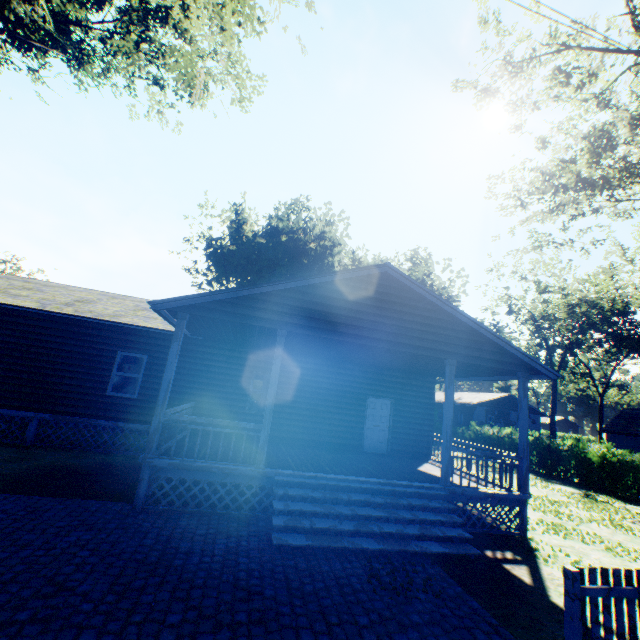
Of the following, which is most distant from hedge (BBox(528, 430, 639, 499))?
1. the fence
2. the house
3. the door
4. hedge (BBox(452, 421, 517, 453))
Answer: the door

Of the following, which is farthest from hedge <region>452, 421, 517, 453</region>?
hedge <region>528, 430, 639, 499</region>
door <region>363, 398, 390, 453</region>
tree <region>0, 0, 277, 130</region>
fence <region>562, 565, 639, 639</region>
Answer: fence <region>562, 565, 639, 639</region>

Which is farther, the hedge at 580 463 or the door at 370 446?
the hedge at 580 463

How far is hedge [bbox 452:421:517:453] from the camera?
24.0m

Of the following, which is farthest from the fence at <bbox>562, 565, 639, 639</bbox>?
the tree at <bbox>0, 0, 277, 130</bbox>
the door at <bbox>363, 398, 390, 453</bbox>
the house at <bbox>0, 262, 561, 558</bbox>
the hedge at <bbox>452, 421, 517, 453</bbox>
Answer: the hedge at <bbox>452, 421, 517, 453</bbox>

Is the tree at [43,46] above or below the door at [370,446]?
above

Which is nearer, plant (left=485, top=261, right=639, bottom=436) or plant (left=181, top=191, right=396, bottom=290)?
plant (left=485, top=261, right=639, bottom=436)

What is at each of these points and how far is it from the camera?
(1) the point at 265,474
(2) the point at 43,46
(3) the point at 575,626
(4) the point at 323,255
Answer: (1) house, 7.54m
(2) tree, 11.98m
(3) fence, 3.80m
(4) plant, 45.72m
